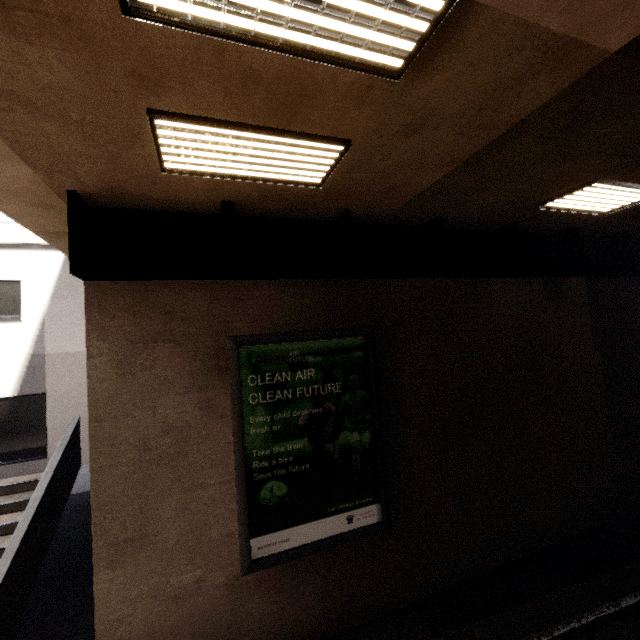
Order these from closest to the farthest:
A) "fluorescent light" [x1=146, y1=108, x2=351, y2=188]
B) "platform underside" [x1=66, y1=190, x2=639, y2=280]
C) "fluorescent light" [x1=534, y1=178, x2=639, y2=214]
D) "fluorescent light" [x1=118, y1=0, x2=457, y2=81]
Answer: "fluorescent light" [x1=118, y1=0, x2=457, y2=81] → "fluorescent light" [x1=146, y1=108, x2=351, y2=188] → "platform underside" [x1=66, y1=190, x2=639, y2=280] → "fluorescent light" [x1=534, y1=178, x2=639, y2=214]

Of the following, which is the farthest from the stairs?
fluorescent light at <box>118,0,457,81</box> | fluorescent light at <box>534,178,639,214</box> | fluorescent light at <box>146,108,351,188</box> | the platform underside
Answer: A: fluorescent light at <box>534,178,639,214</box>

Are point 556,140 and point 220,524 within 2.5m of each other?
no

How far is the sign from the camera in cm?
495

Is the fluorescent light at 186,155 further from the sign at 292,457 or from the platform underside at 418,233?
the sign at 292,457

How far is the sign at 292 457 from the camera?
4.9 meters

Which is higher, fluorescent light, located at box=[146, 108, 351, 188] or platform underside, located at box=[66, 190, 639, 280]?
fluorescent light, located at box=[146, 108, 351, 188]

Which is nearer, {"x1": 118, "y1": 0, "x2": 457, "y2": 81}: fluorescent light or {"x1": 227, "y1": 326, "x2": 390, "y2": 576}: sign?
{"x1": 118, "y1": 0, "x2": 457, "y2": 81}: fluorescent light
